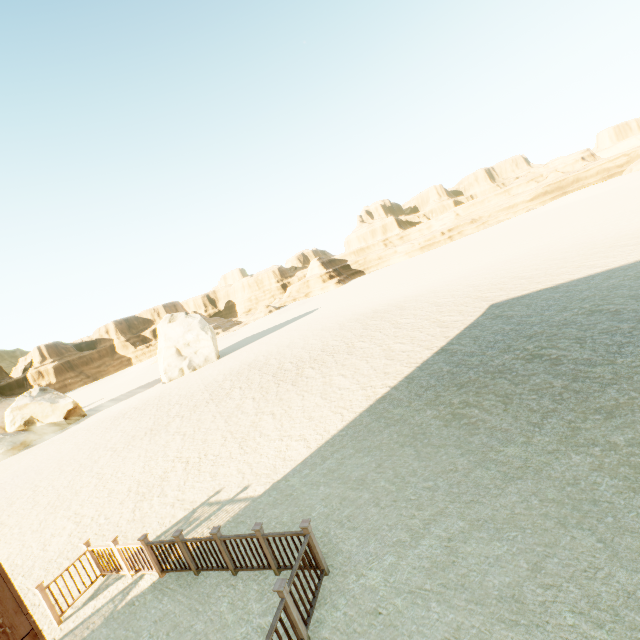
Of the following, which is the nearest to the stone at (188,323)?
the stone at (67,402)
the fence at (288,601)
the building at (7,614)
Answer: the stone at (67,402)

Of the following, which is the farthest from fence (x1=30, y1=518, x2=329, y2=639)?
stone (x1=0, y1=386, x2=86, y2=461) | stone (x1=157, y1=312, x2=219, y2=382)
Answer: stone (x1=0, y1=386, x2=86, y2=461)

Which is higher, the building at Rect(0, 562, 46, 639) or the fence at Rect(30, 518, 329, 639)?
the building at Rect(0, 562, 46, 639)

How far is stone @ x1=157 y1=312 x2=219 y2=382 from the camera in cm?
3612

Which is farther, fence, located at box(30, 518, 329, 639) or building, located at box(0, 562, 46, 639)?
fence, located at box(30, 518, 329, 639)

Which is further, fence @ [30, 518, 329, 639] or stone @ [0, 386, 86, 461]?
stone @ [0, 386, 86, 461]

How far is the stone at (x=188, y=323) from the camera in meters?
36.1 m

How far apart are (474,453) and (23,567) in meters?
13.2
